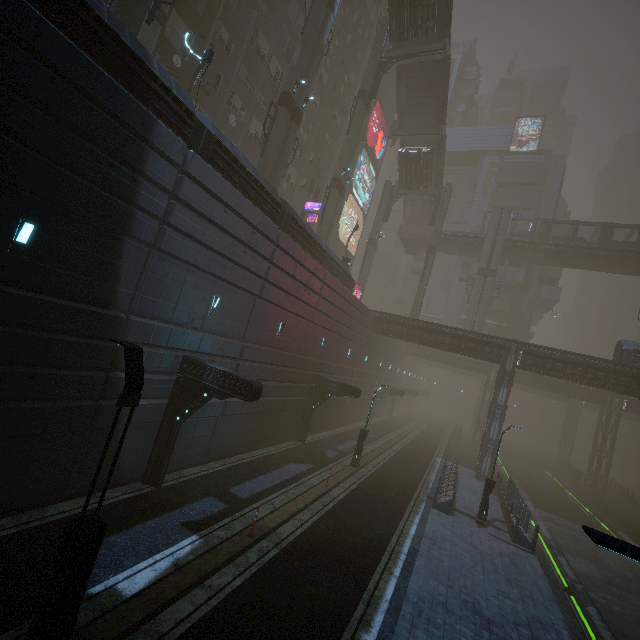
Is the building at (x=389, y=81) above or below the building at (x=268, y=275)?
above

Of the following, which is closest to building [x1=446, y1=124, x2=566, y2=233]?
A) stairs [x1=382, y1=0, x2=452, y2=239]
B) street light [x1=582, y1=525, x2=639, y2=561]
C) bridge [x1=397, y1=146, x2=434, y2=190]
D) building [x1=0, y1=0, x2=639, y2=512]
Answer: building [x1=0, y1=0, x2=639, y2=512]

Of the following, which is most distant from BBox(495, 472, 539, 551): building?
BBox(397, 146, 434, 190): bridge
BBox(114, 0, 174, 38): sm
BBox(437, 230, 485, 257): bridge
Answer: BBox(397, 146, 434, 190): bridge

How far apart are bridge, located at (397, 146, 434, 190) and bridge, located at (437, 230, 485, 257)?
7.6m

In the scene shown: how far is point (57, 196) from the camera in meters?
8.0

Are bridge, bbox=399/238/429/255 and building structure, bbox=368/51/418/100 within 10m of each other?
no

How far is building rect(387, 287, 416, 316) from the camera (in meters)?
58.25

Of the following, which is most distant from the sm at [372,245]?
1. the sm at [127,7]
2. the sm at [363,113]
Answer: the sm at [127,7]
